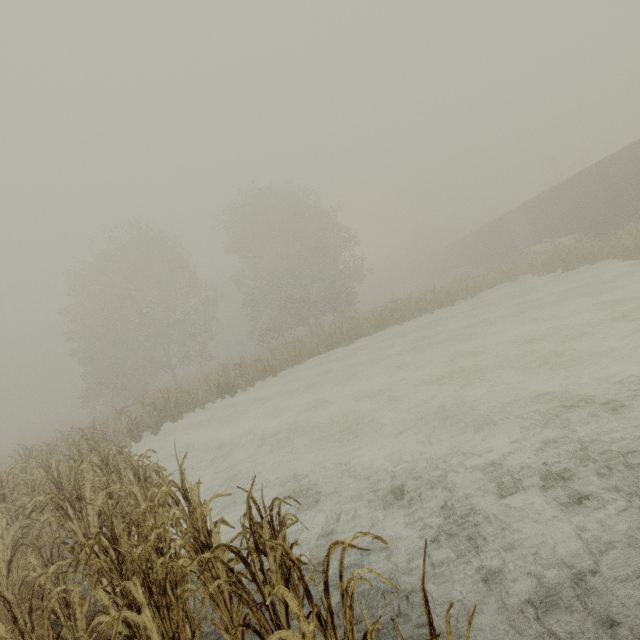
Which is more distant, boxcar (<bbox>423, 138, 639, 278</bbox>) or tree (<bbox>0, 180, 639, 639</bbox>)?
boxcar (<bbox>423, 138, 639, 278</bbox>)

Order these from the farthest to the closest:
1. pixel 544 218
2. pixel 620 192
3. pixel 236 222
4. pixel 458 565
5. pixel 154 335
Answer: pixel 236 222 → pixel 154 335 → pixel 544 218 → pixel 620 192 → pixel 458 565

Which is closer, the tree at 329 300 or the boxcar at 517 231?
the tree at 329 300
